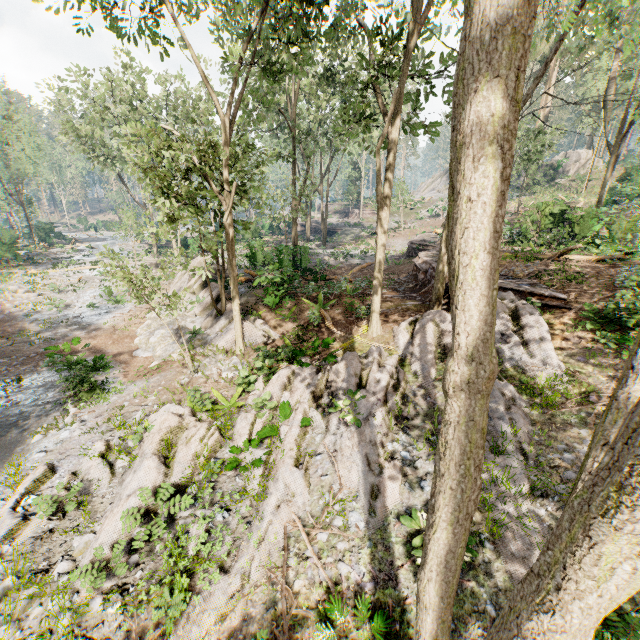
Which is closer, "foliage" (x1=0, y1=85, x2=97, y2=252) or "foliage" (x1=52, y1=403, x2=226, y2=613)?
"foliage" (x1=52, y1=403, x2=226, y2=613)

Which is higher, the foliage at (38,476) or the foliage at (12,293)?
the foliage at (12,293)

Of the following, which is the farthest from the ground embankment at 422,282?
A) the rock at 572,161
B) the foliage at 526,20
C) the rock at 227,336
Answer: the rock at 572,161

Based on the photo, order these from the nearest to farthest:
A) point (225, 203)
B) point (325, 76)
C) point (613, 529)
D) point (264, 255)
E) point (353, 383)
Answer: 1. point (613, 529)
2. point (353, 383)
3. point (225, 203)
4. point (264, 255)
5. point (325, 76)

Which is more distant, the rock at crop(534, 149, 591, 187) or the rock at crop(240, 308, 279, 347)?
the rock at crop(534, 149, 591, 187)

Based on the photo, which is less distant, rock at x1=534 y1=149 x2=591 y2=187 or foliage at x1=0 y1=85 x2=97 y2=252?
foliage at x1=0 y1=85 x2=97 y2=252

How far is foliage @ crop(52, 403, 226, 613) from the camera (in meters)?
6.71

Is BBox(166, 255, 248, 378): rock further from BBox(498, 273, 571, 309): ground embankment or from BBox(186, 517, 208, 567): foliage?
BBox(498, 273, 571, 309): ground embankment
